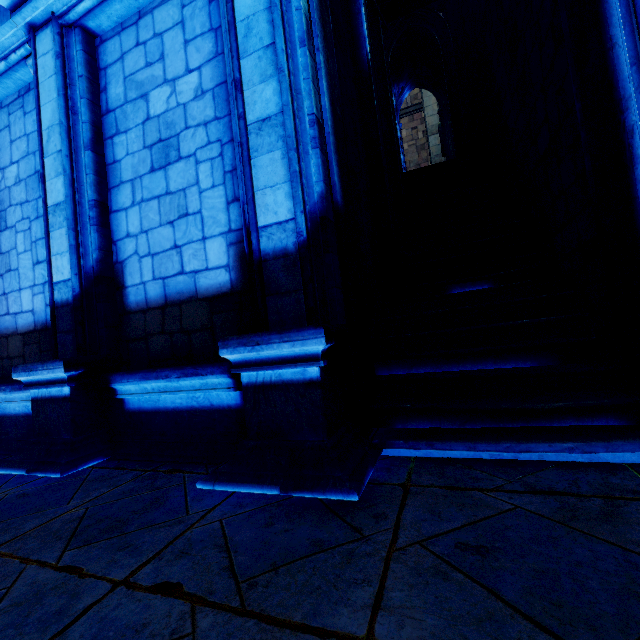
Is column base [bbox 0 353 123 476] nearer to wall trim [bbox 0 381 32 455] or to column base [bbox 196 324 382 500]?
wall trim [bbox 0 381 32 455]

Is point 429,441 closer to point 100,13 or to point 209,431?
point 209,431

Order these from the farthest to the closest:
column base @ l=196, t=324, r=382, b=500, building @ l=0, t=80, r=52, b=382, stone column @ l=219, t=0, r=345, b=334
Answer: building @ l=0, t=80, r=52, b=382 → stone column @ l=219, t=0, r=345, b=334 → column base @ l=196, t=324, r=382, b=500

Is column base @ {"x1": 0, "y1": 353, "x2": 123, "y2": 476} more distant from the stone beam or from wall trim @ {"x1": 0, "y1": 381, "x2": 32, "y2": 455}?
the stone beam

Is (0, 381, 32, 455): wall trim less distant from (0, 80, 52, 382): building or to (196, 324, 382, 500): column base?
(0, 80, 52, 382): building

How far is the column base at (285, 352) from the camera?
2.33m

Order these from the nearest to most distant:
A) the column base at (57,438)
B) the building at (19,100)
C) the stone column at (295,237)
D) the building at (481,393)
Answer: the building at (481,393) → the stone column at (295,237) → the column base at (57,438) → the building at (19,100)

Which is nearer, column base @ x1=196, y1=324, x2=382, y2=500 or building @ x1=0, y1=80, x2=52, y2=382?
column base @ x1=196, y1=324, x2=382, y2=500
